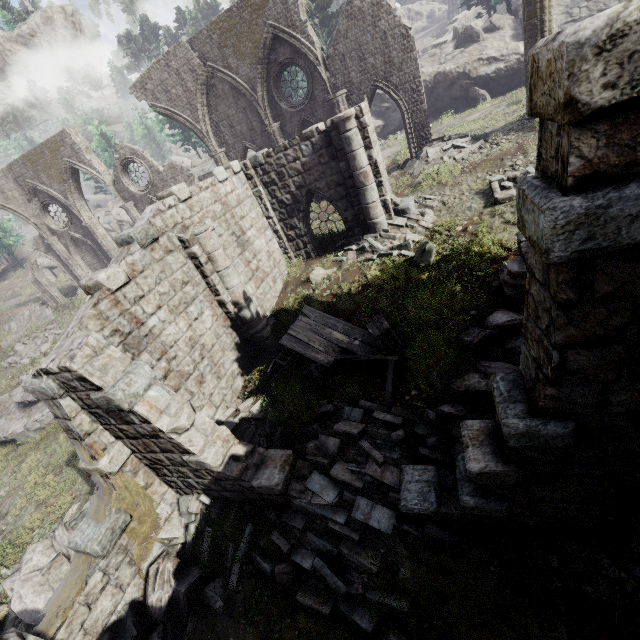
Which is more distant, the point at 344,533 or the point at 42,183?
the point at 42,183

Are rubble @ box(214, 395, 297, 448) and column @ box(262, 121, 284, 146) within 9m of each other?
no

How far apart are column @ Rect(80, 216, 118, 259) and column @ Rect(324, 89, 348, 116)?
18.0m

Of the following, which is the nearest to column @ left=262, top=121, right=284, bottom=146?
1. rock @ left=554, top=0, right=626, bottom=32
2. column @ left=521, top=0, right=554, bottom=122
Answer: rock @ left=554, top=0, right=626, bottom=32

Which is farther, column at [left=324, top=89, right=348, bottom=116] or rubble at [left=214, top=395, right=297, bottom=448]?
column at [left=324, top=89, right=348, bottom=116]

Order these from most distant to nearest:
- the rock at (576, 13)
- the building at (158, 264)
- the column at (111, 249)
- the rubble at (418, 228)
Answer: the column at (111, 249) → the rock at (576, 13) → the rubble at (418, 228) → the building at (158, 264)

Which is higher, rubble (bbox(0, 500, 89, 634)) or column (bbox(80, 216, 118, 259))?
column (bbox(80, 216, 118, 259))

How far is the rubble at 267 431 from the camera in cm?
823
